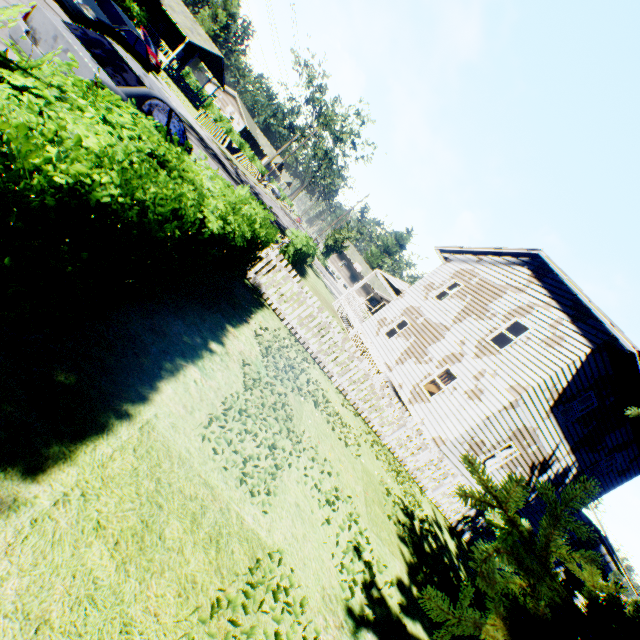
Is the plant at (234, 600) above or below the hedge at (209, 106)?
below

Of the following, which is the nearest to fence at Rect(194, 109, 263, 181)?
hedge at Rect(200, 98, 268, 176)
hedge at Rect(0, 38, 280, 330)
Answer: hedge at Rect(200, 98, 268, 176)

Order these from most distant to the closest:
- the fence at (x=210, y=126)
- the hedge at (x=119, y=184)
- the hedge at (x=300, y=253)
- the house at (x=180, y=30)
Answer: the house at (x=180, y=30), the fence at (x=210, y=126), the hedge at (x=300, y=253), the hedge at (x=119, y=184)

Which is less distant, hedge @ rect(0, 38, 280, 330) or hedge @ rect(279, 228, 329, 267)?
hedge @ rect(0, 38, 280, 330)

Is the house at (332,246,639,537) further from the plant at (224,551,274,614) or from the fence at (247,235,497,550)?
the fence at (247,235,497,550)

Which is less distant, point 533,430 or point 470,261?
point 533,430

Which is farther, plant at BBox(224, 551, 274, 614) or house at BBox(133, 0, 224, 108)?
house at BBox(133, 0, 224, 108)

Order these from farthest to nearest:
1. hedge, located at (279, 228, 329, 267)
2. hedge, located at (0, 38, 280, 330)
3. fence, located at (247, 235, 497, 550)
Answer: hedge, located at (279, 228, 329, 267), fence, located at (247, 235, 497, 550), hedge, located at (0, 38, 280, 330)
